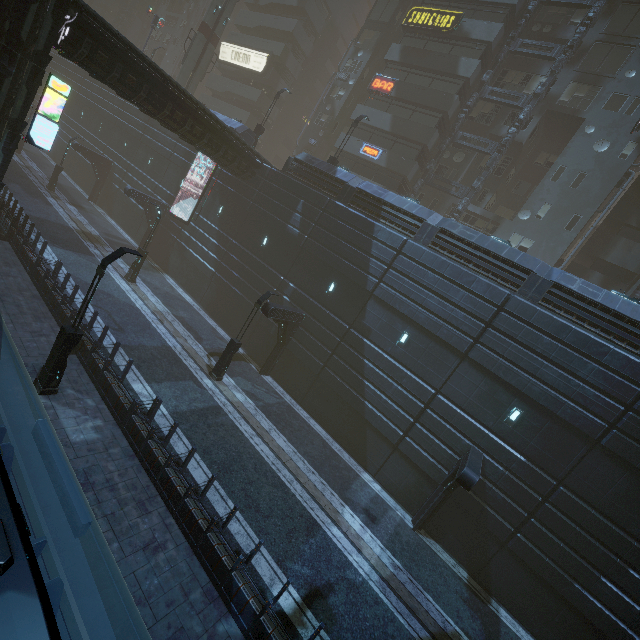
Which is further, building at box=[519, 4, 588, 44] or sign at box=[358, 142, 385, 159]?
sign at box=[358, 142, 385, 159]

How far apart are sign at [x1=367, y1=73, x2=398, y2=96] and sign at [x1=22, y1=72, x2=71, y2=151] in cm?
2553

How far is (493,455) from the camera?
14.8m

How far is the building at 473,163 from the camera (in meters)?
28.98

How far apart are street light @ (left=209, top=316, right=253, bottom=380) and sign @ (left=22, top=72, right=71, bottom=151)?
12.2 meters

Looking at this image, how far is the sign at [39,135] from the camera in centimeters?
1434cm

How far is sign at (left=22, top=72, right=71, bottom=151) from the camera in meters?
14.3
